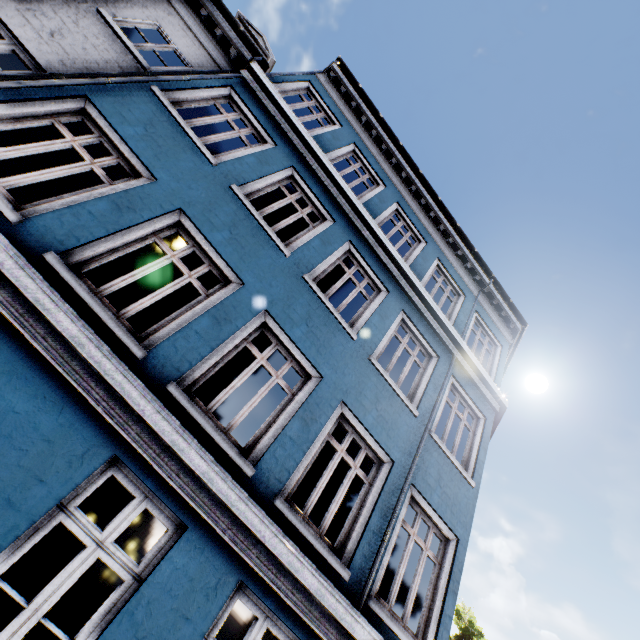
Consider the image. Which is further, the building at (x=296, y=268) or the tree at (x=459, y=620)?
the tree at (x=459, y=620)

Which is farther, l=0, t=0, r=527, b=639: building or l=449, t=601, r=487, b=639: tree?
l=449, t=601, r=487, b=639: tree

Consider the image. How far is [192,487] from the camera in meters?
3.6 m
